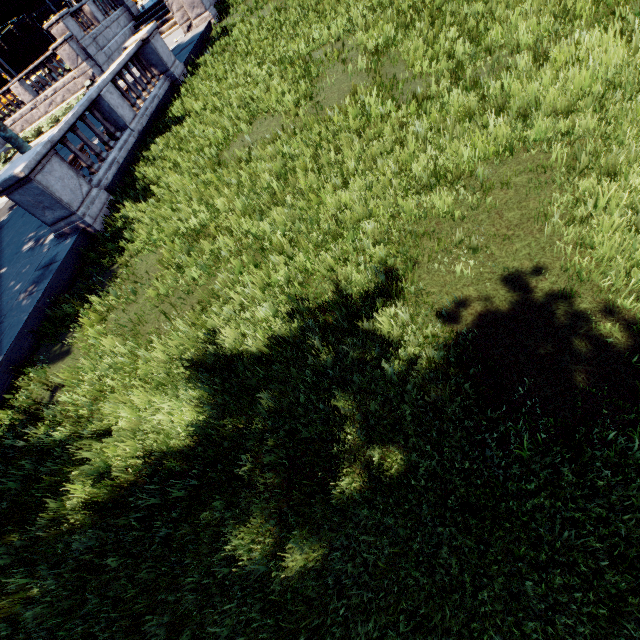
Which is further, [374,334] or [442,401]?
[374,334]
